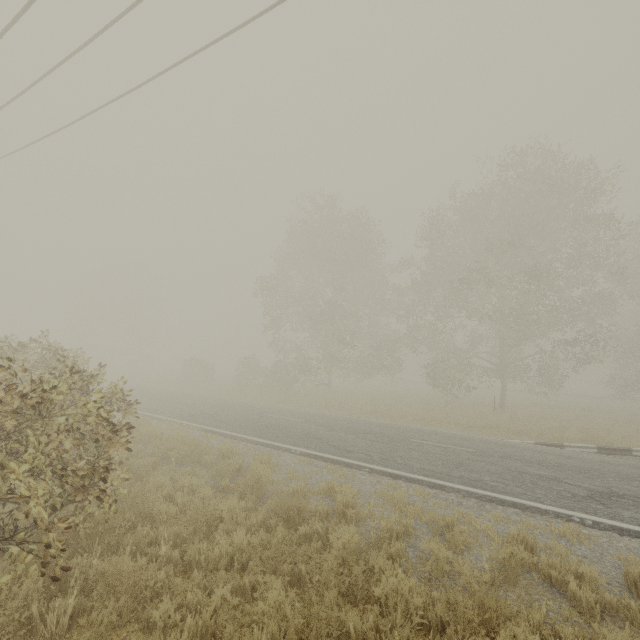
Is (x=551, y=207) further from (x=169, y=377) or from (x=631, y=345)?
(x=169, y=377)
